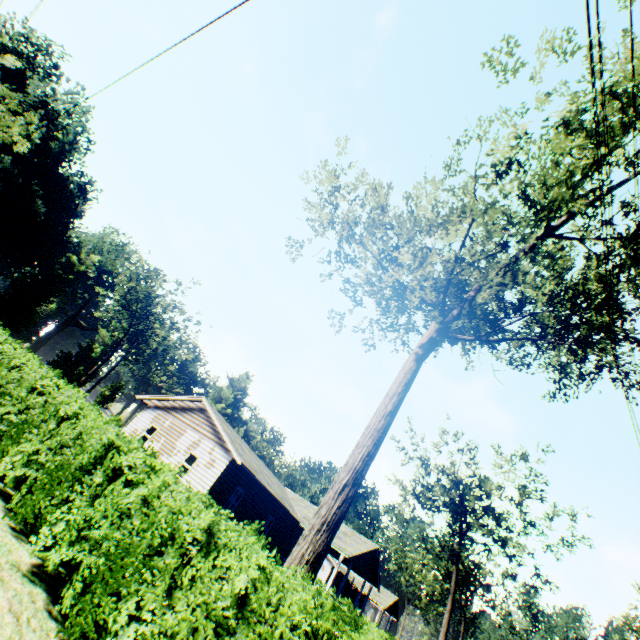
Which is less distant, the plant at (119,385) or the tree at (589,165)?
the tree at (589,165)

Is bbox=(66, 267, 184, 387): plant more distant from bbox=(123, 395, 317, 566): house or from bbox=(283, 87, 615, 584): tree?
bbox=(123, 395, 317, 566): house

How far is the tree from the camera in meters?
→ 7.3 m

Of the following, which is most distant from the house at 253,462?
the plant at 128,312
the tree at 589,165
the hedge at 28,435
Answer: the plant at 128,312

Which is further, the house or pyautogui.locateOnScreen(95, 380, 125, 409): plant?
pyautogui.locateOnScreen(95, 380, 125, 409): plant

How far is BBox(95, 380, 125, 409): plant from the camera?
52.7 meters

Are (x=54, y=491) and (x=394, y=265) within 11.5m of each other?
no

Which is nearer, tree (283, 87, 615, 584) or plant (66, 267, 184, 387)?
tree (283, 87, 615, 584)
